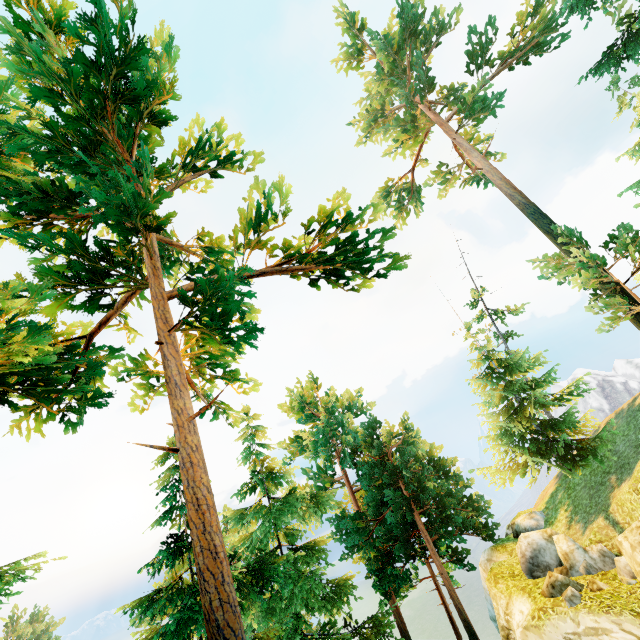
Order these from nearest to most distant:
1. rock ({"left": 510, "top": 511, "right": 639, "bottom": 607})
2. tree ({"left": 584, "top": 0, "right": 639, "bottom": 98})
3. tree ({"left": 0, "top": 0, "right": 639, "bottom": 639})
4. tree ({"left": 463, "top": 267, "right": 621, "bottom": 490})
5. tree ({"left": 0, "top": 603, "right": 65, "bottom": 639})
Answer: tree ({"left": 0, "top": 0, "right": 639, "bottom": 639}) → rock ({"left": 510, "top": 511, "right": 639, "bottom": 607}) → tree ({"left": 584, "top": 0, "right": 639, "bottom": 98}) → tree ({"left": 463, "top": 267, "right": 621, "bottom": 490}) → tree ({"left": 0, "top": 603, "right": 65, "bottom": 639})

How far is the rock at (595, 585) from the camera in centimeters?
996cm

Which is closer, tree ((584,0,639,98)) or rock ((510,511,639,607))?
rock ((510,511,639,607))

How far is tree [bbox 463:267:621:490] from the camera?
15.9m

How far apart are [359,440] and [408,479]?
6.2m

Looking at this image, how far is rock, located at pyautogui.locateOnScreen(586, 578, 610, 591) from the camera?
10.0m

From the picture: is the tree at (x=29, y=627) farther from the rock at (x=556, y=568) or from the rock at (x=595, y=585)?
the rock at (x=595, y=585)

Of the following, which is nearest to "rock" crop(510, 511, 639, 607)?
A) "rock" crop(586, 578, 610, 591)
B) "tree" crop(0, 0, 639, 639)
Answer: "rock" crop(586, 578, 610, 591)
